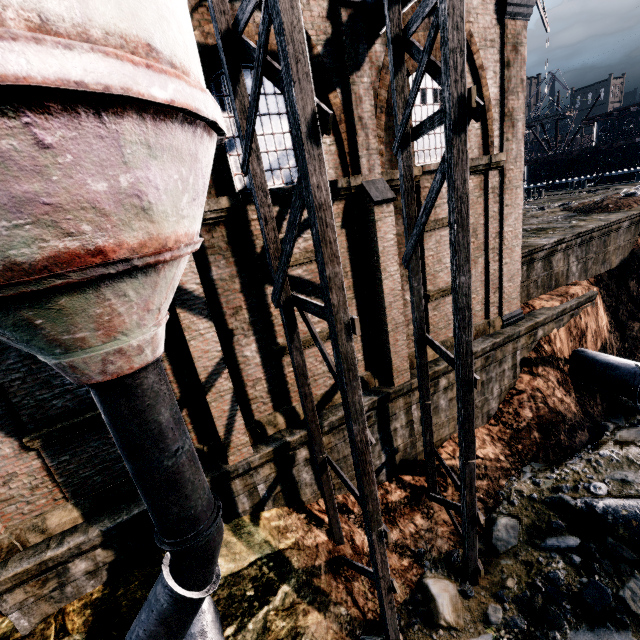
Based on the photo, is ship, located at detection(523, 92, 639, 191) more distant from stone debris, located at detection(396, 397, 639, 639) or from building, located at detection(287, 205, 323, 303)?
building, located at detection(287, 205, 323, 303)

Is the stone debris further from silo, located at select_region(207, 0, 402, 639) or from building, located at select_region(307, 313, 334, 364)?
building, located at select_region(307, 313, 334, 364)

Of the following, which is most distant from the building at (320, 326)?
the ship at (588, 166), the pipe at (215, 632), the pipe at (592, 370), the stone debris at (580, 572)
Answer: the ship at (588, 166)

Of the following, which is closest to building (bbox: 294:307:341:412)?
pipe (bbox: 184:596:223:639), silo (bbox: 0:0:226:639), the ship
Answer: silo (bbox: 0:0:226:639)

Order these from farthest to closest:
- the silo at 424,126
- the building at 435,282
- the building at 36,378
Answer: the building at 435,282 < the building at 36,378 < the silo at 424,126

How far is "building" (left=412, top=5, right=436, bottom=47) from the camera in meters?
9.5

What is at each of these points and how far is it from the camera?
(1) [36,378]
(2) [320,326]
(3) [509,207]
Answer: Answer:
(1) building, 7.1 meters
(2) building, 10.0 meters
(3) building, 12.5 meters
